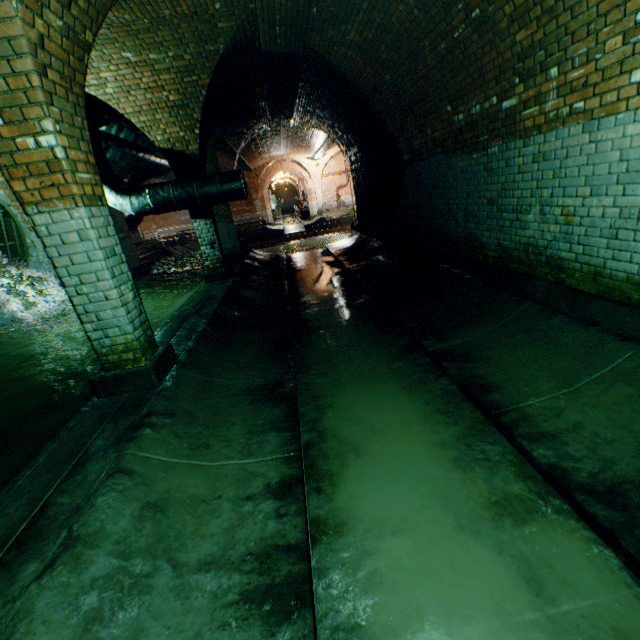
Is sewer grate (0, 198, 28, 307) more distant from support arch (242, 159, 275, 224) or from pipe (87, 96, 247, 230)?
support arch (242, 159, 275, 224)

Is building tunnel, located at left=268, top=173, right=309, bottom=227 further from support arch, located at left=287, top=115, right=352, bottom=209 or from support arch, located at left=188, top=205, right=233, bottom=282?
support arch, located at left=188, top=205, right=233, bottom=282

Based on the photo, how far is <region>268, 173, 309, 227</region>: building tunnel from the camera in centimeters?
3243cm

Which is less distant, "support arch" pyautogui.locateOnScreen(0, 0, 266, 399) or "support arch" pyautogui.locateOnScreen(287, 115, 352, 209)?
"support arch" pyautogui.locateOnScreen(0, 0, 266, 399)

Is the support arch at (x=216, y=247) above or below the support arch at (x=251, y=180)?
below

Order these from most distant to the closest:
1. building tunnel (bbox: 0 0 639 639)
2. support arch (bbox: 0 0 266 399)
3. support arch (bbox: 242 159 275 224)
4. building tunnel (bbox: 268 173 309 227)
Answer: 1. building tunnel (bbox: 268 173 309 227)
2. support arch (bbox: 242 159 275 224)
3. support arch (bbox: 0 0 266 399)
4. building tunnel (bbox: 0 0 639 639)

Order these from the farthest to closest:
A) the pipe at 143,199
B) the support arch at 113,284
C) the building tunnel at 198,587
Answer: the pipe at 143,199, the support arch at 113,284, the building tunnel at 198,587

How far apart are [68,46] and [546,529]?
4.96m
